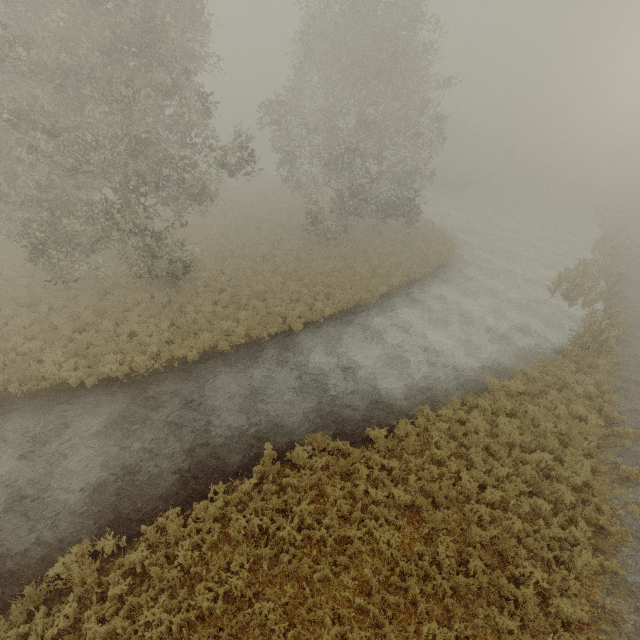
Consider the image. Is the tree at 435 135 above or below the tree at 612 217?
above

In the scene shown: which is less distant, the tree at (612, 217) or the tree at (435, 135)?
the tree at (612, 217)

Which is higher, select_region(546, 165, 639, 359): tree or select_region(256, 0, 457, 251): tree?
select_region(256, 0, 457, 251): tree

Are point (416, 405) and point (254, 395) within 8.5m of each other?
yes

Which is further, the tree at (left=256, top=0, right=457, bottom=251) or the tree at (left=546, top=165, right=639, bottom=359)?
the tree at (left=256, top=0, right=457, bottom=251)
